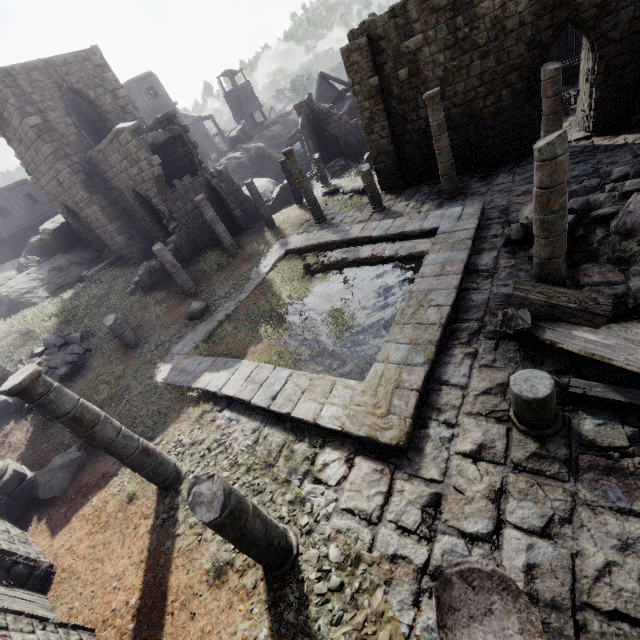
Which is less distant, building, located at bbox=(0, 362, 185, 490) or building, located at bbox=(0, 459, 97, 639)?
building, located at bbox=(0, 459, 97, 639)

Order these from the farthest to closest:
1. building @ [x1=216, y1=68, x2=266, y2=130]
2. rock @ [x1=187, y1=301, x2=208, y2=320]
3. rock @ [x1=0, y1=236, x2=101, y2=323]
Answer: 1. building @ [x1=216, y1=68, x2=266, y2=130]
2. rock @ [x1=0, y1=236, x2=101, y2=323]
3. rock @ [x1=187, y1=301, x2=208, y2=320]

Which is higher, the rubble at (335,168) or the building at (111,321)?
the building at (111,321)

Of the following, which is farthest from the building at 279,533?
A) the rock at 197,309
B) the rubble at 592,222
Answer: the rock at 197,309

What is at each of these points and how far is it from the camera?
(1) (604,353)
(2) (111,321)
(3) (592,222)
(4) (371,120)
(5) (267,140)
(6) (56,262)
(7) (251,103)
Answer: (1) broken furniture, 4.83m
(2) building, 12.56m
(3) rubble, 7.79m
(4) building, 15.30m
(5) rock, 47.22m
(6) rock, 22.03m
(7) building, 51.31m

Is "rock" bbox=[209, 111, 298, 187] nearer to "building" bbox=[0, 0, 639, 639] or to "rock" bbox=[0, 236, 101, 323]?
"building" bbox=[0, 0, 639, 639]

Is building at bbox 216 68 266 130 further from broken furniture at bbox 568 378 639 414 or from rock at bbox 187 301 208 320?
rock at bbox 187 301 208 320

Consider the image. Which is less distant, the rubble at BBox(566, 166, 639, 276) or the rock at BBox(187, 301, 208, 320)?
the rubble at BBox(566, 166, 639, 276)
